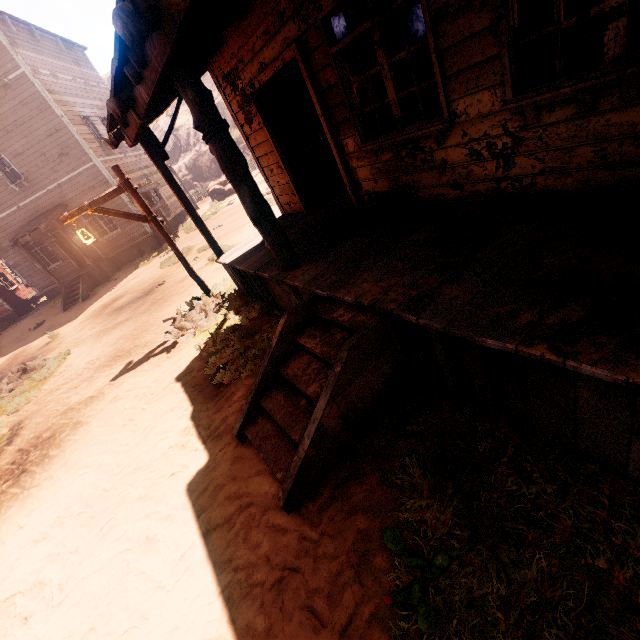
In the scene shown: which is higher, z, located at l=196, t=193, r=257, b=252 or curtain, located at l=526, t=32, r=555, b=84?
curtain, located at l=526, t=32, r=555, b=84

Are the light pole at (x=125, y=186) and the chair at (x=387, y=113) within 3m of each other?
no

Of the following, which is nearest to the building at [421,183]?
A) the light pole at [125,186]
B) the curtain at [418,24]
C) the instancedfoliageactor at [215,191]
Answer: the curtain at [418,24]

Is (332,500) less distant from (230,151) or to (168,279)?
(230,151)

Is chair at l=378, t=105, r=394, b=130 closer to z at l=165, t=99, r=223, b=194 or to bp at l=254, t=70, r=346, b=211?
bp at l=254, t=70, r=346, b=211

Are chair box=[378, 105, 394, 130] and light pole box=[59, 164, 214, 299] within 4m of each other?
no

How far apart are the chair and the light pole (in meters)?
5.03

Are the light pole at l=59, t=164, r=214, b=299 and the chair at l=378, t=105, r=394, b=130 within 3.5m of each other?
no
